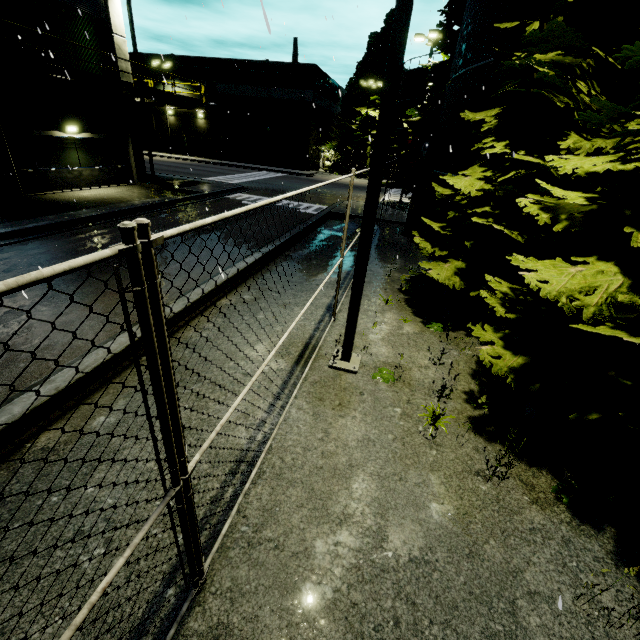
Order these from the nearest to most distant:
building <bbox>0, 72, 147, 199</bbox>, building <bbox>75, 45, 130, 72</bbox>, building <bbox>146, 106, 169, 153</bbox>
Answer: building <bbox>0, 72, 147, 199</bbox> → building <bbox>75, 45, 130, 72</bbox> → building <bbox>146, 106, 169, 153</bbox>

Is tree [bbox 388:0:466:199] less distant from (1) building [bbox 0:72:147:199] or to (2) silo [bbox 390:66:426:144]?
(2) silo [bbox 390:66:426:144]

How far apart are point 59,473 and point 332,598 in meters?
2.7

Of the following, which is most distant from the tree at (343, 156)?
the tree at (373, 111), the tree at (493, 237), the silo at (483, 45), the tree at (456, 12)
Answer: the tree at (493, 237)

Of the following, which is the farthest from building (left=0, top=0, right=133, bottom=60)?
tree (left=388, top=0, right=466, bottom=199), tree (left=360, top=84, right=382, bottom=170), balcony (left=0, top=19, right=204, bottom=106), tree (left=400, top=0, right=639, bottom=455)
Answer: tree (left=400, top=0, right=639, bottom=455)

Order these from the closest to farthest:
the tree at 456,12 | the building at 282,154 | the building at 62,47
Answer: the building at 62,47
the tree at 456,12
the building at 282,154

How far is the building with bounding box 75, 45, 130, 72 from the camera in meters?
16.1 m

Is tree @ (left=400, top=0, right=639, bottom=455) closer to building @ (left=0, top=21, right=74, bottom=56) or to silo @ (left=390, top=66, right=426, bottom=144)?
silo @ (left=390, top=66, right=426, bottom=144)
